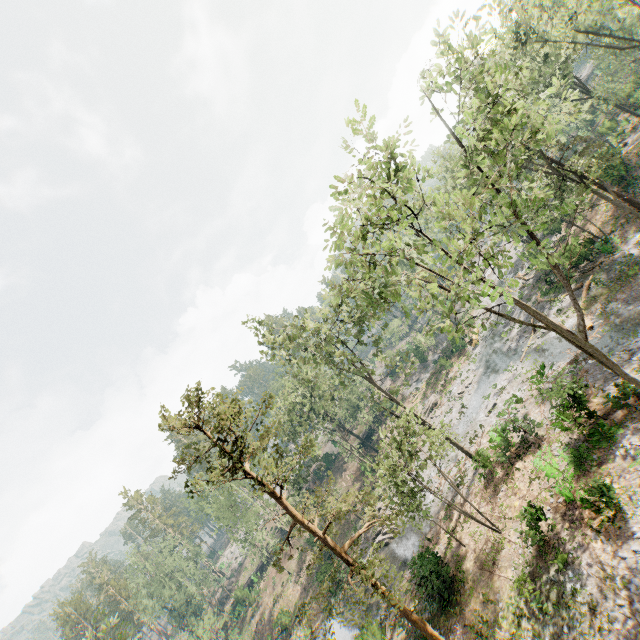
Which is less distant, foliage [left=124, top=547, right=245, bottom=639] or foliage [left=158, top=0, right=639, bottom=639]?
foliage [left=158, top=0, right=639, bottom=639]

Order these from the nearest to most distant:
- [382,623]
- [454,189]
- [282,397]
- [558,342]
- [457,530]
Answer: [457,530] < [382,623] < [558,342] < [454,189] < [282,397]

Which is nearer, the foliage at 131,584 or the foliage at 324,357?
the foliage at 324,357
